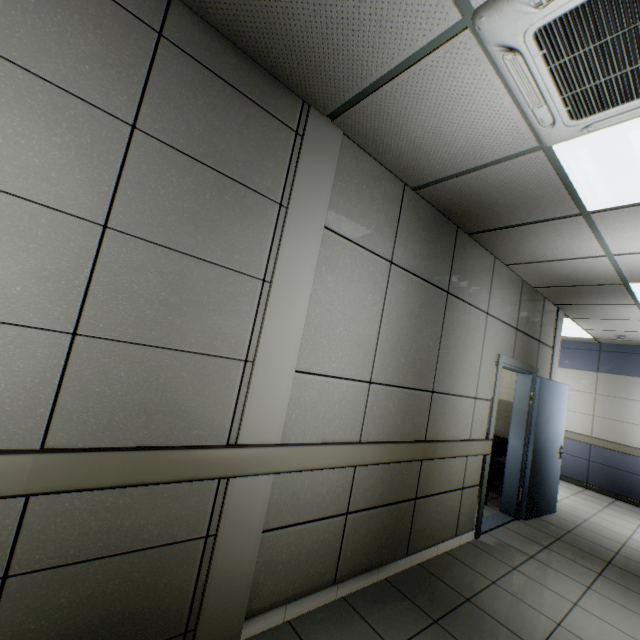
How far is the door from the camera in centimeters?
399cm

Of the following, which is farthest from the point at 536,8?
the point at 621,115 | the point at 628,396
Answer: the point at 628,396

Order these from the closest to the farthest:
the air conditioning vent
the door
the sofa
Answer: the air conditioning vent < the door < the sofa

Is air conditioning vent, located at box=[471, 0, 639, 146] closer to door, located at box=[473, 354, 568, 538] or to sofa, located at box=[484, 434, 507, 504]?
door, located at box=[473, 354, 568, 538]

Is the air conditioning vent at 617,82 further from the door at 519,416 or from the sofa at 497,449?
the sofa at 497,449

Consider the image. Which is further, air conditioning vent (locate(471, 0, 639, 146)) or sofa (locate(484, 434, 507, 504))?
sofa (locate(484, 434, 507, 504))
